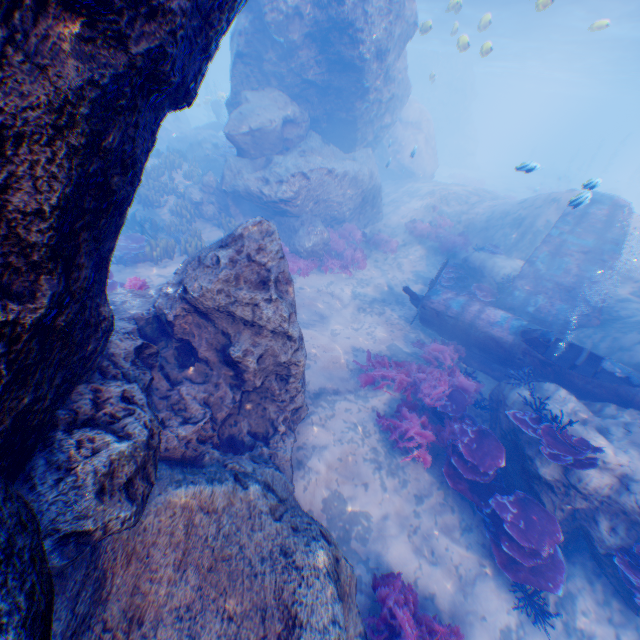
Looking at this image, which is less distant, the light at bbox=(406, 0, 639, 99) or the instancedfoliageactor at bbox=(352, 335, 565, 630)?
the instancedfoliageactor at bbox=(352, 335, 565, 630)

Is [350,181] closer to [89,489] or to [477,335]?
[477,335]

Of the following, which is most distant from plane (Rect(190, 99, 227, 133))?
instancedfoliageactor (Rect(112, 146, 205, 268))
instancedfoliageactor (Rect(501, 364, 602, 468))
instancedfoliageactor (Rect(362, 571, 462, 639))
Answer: instancedfoliageactor (Rect(362, 571, 462, 639))

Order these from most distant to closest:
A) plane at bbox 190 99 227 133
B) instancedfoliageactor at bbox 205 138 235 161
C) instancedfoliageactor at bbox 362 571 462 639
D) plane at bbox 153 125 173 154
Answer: plane at bbox 190 99 227 133
plane at bbox 153 125 173 154
instancedfoliageactor at bbox 205 138 235 161
instancedfoliageactor at bbox 362 571 462 639

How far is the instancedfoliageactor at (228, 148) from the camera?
17.3 meters

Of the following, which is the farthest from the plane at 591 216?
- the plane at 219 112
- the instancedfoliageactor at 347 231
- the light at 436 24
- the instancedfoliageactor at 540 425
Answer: the plane at 219 112

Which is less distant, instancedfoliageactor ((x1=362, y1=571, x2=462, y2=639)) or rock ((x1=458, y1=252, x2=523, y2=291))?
instancedfoliageactor ((x1=362, y1=571, x2=462, y2=639))

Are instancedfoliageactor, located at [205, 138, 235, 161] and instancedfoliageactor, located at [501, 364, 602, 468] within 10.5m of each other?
no
